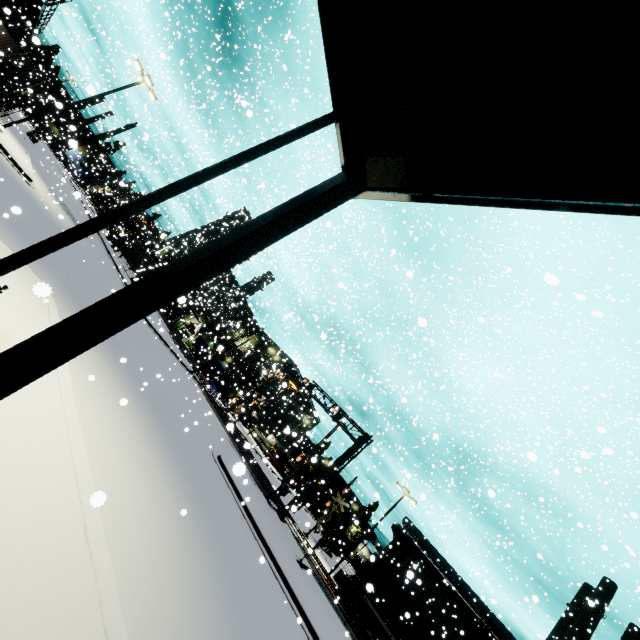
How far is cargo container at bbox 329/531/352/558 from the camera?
41.3 meters

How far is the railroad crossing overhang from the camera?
23.4 meters

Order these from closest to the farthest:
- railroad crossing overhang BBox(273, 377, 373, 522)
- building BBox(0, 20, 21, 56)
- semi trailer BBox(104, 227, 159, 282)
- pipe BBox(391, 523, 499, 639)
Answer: railroad crossing overhang BBox(273, 377, 373, 522) < pipe BBox(391, 523, 499, 639) < building BBox(0, 20, 21, 56) < semi trailer BBox(104, 227, 159, 282)

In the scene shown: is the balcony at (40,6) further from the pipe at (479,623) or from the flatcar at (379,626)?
the pipe at (479,623)

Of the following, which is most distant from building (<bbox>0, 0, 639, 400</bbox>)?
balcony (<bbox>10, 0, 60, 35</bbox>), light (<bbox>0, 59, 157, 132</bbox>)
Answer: light (<bbox>0, 59, 157, 132</bbox>)

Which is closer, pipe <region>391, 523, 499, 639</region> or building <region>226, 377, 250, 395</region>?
pipe <region>391, 523, 499, 639</region>

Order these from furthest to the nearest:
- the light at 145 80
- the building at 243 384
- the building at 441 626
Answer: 1. the building at 441 626
2. the building at 243 384
3. the light at 145 80

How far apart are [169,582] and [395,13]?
8.7 meters
